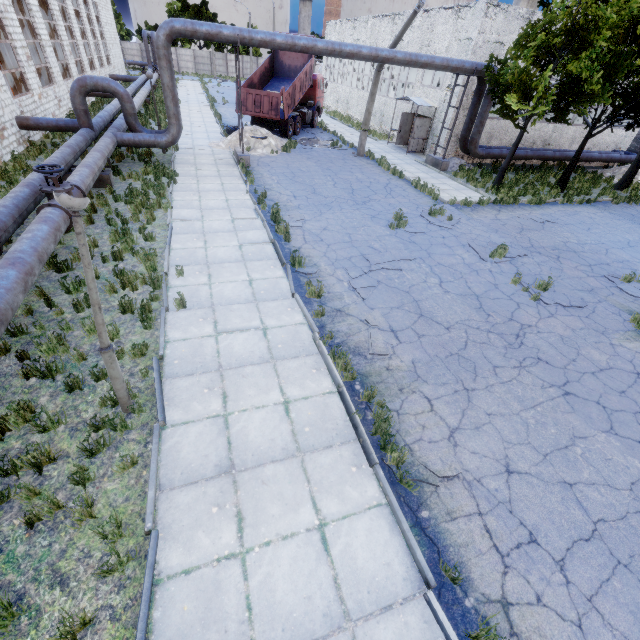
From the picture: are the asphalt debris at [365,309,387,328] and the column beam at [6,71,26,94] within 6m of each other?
no

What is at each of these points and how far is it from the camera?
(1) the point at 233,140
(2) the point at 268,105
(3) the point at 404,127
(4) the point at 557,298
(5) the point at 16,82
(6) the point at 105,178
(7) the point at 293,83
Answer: (1) concrete debris, 19.3 meters
(2) truck dump back, 20.0 meters
(3) door, 24.1 meters
(4) asphalt debris, 9.2 meters
(5) column beam, 16.9 meters
(6) pipe holder, 12.3 meters
(7) truck dump body, 20.7 meters

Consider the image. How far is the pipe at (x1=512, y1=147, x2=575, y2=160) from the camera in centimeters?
2136cm

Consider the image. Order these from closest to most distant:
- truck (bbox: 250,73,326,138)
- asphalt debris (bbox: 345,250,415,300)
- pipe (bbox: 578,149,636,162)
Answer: asphalt debris (bbox: 345,250,415,300) → truck (bbox: 250,73,326,138) → pipe (bbox: 578,149,636,162)

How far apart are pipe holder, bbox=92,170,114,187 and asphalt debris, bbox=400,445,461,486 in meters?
13.1

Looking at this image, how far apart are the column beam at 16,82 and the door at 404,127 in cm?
2249

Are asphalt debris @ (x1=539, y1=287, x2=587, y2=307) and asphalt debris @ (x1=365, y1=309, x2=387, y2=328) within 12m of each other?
yes

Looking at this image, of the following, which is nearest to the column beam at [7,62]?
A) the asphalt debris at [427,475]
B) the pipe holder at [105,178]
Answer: the pipe holder at [105,178]
